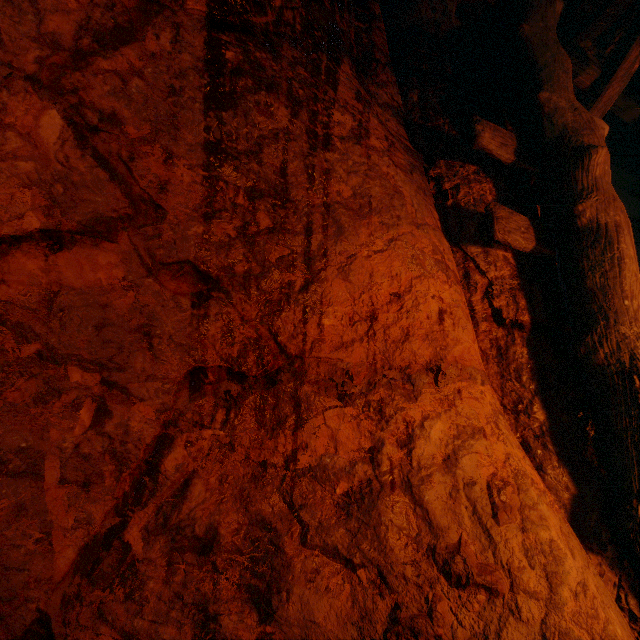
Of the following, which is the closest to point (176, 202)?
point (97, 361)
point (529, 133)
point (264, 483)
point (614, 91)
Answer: point (97, 361)
